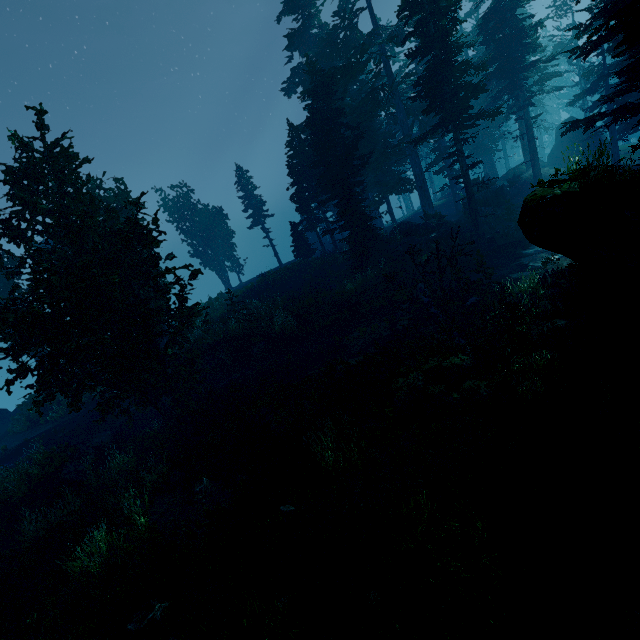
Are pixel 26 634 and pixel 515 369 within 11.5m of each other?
no

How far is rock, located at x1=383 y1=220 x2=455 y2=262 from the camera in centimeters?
2295cm

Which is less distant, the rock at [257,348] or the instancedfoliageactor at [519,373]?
the instancedfoliageactor at [519,373]

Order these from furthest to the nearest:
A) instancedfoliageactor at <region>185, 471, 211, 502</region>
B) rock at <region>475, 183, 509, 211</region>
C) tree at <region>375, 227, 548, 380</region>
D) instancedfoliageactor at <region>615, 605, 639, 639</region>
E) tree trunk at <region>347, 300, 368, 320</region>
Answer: rock at <region>475, 183, 509, 211</region>
tree trunk at <region>347, 300, 368, 320</region>
instancedfoliageactor at <region>185, 471, 211, 502</region>
tree at <region>375, 227, 548, 380</region>
instancedfoliageactor at <region>615, 605, 639, 639</region>

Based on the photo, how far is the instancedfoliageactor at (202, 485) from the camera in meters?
10.7

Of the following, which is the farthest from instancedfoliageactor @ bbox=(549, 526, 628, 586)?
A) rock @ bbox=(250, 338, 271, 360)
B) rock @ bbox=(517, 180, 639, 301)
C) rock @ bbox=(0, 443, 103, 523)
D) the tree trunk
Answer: rock @ bbox=(250, 338, 271, 360)

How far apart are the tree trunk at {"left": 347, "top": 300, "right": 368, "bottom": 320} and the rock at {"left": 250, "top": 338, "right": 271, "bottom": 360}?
5.5m

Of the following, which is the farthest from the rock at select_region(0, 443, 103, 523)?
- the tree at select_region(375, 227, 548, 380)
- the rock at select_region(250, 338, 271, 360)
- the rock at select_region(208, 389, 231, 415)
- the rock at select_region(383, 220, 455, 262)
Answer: the rock at select_region(383, 220, 455, 262)
